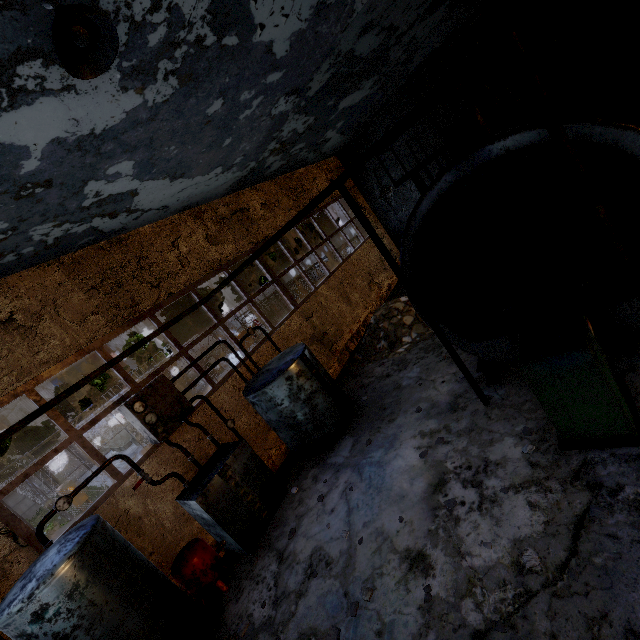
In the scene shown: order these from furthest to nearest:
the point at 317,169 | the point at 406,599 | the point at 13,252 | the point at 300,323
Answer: the point at 317,169 < the point at 300,323 < the point at 13,252 < the point at 406,599

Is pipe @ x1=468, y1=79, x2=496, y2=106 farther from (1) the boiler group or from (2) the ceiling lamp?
(2) the ceiling lamp

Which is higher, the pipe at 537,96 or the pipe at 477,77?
the pipe at 477,77

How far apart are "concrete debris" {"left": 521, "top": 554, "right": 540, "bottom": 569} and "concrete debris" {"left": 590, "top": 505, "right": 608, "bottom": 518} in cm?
73

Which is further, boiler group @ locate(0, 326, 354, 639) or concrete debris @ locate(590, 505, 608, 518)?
boiler group @ locate(0, 326, 354, 639)

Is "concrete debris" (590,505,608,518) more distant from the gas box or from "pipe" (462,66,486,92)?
the gas box

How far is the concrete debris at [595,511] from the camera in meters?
3.3

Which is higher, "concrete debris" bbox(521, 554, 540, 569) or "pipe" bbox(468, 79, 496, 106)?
"pipe" bbox(468, 79, 496, 106)
